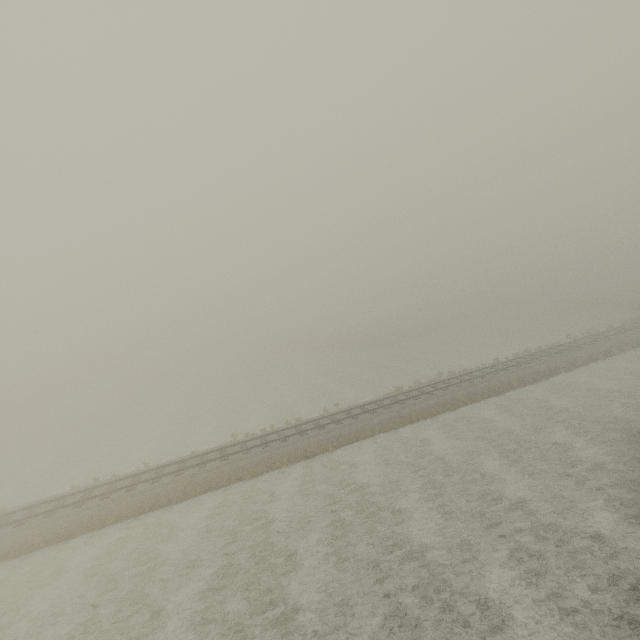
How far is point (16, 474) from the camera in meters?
30.3
